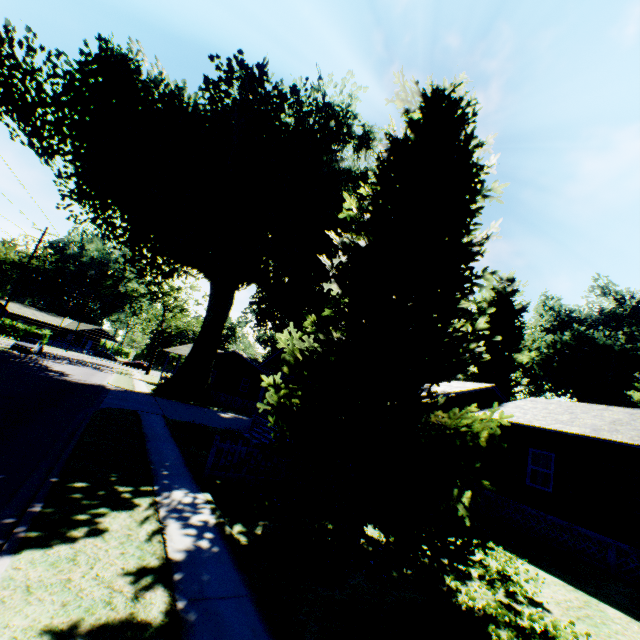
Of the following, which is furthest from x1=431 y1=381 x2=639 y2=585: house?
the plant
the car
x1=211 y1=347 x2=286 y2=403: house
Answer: the car

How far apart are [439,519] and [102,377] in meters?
34.3 m

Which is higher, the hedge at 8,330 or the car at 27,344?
the hedge at 8,330

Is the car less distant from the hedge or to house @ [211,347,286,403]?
house @ [211,347,286,403]

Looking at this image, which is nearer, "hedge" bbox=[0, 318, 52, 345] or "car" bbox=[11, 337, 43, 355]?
"car" bbox=[11, 337, 43, 355]

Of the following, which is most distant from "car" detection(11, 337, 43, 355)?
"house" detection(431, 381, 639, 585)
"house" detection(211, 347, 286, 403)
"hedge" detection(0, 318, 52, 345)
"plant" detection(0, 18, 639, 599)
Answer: "house" detection(431, 381, 639, 585)

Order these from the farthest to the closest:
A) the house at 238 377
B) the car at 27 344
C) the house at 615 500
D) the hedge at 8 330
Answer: the hedge at 8 330, the car at 27 344, the house at 238 377, the house at 615 500

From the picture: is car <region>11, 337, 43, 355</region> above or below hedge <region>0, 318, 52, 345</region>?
below
